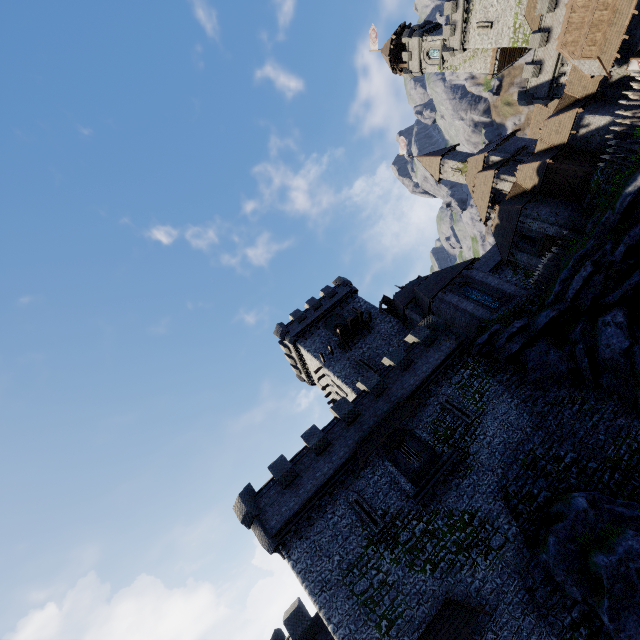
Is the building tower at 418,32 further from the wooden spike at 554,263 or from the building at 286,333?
the wooden spike at 554,263

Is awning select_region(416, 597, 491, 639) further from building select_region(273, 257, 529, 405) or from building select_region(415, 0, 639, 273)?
building select_region(415, 0, 639, 273)

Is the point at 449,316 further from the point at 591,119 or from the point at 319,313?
the point at 591,119

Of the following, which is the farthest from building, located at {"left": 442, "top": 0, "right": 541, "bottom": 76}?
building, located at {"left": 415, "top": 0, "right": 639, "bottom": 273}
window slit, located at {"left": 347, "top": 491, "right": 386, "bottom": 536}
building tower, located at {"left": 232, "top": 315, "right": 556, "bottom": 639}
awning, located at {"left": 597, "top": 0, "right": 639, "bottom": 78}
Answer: window slit, located at {"left": 347, "top": 491, "right": 386, "bottom": 536}

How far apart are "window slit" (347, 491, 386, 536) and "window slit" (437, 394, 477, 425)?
8.3 meters

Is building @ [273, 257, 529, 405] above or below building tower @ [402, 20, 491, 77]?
below

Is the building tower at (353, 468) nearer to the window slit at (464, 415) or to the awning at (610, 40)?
the window slit at (464, 415)

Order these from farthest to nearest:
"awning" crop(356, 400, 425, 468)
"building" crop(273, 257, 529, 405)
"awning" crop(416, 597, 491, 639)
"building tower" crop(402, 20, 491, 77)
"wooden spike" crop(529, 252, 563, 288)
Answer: "building tower" crop(402, 20, 491, 77) → "building" crop(273, 257, 529, 405) → "wooden spike" crop(529, 252, 563, 288) → "awning" crop(356, 400, 425, 468) → "awning" crop(416, 597, 491, 639)
